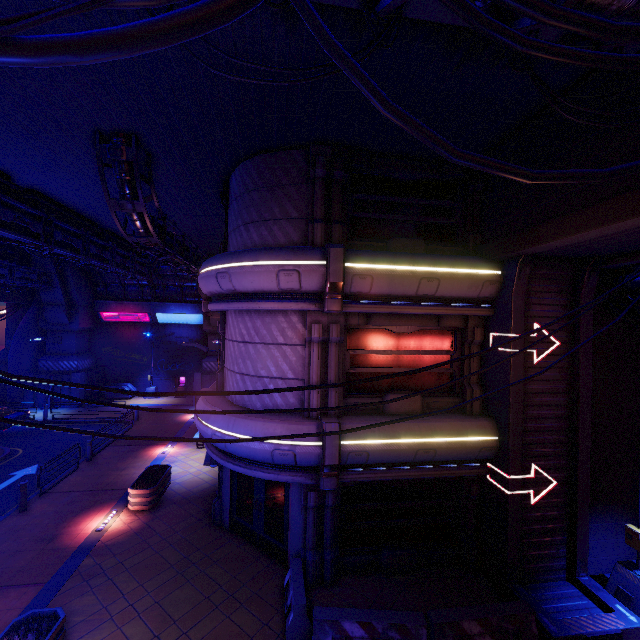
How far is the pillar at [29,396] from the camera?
25.3m

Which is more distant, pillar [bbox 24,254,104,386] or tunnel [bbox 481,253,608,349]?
pillar [bbox 24,254,104,386]

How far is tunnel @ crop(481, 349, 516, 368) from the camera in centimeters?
883cm

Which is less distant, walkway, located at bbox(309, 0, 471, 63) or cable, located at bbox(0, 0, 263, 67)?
cable, located at bbox(0, 0, 263, 67)

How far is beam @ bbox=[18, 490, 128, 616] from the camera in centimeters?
822cm

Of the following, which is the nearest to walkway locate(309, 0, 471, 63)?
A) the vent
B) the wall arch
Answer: the wall arch

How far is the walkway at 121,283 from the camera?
28.0m

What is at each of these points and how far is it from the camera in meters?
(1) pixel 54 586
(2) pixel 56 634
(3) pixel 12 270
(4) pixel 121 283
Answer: (1) beam, 8.7 m
(2) plant holder, 6.8 m
(3) pipe, 21.0 m
(4) walkway, 28.4 m
